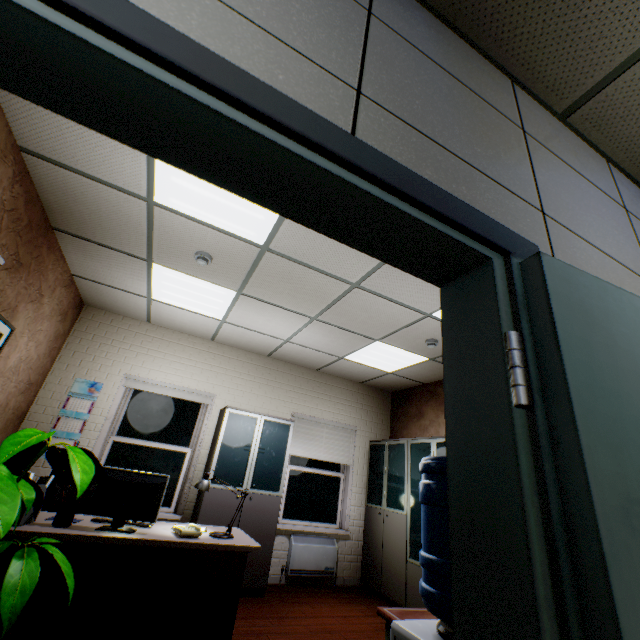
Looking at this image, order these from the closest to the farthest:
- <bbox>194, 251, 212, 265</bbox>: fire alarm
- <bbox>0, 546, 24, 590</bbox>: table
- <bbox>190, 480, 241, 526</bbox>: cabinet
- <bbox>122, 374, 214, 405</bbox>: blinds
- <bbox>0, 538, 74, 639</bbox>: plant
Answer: <bbox>0, 538, 74, 639</bbox>: plant, <bbox>0, 546, 24, 590</bbox>: table, <bbox>194, 251, 212, 265</bbox>: fire alarm, <bbox>190, 480, 241, 526</bbox>: cabinet, <bbox>122, 374, 214, 405</bbox>: blinds

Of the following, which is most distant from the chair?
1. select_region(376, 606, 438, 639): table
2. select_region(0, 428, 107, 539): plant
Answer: select_region(376, 606, 438, 639): table

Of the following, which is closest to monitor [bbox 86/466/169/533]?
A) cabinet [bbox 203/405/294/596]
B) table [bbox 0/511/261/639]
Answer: table [bbox 0/511/261/639]

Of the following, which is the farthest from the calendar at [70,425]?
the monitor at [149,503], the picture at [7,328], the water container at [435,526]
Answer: the water container at [435,526]

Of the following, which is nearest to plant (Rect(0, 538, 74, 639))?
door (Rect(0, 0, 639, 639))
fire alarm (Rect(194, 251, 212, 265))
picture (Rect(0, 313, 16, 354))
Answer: picture (Rect(0, 313, 16, 354))

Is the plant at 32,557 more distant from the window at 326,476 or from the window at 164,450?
the window at 326,476

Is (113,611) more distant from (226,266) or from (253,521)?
(226,266)

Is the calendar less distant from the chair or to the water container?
the chair
